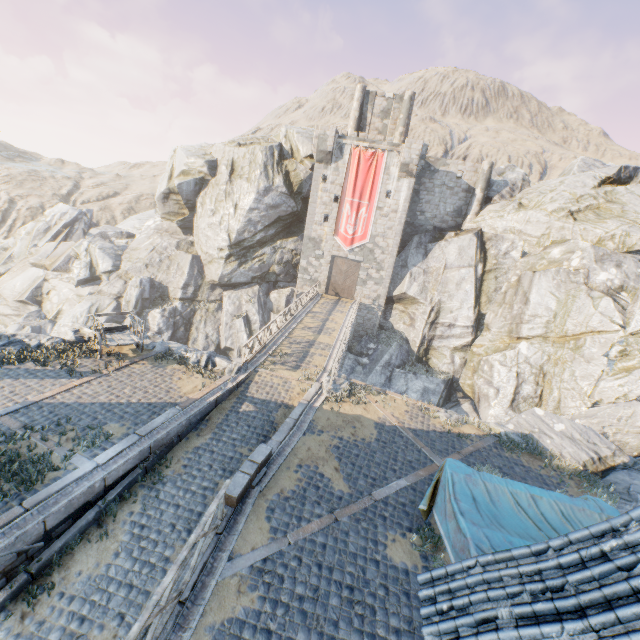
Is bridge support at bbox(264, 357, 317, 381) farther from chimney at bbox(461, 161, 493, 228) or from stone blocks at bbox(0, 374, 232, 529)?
chimney at bbox(461, 161, 493, 228)

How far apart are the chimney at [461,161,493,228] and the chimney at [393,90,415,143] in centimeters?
734cm

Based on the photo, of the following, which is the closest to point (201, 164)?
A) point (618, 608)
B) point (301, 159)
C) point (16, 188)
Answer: point (301, 159)

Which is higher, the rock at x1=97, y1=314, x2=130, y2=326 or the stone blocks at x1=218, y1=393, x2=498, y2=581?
the stone blocks at x1=218, y1=393, x2=498, y2=581

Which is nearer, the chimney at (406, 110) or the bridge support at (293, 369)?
the bridge support at (293, 369)

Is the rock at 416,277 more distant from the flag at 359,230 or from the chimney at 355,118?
the flag at 359,230

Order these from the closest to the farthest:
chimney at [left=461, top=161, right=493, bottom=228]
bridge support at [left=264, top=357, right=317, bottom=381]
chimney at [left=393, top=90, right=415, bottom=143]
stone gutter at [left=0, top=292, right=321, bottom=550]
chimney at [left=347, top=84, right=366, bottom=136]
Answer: stone gutter at [left=0, top=292, right=321, bottom=550] → bridge support at [left=264, top=357, right=317, bottom=381] → chimney at [left=461, top=161, right=493, bottom=228] → chimney at [left=393, top=90, right=415, bottom=143] → chimney at [left=347, top=84, right=366, bottom=136]

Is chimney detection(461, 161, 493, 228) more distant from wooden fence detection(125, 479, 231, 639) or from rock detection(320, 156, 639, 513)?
wooden fence detection(125, 479, 231, 639)
